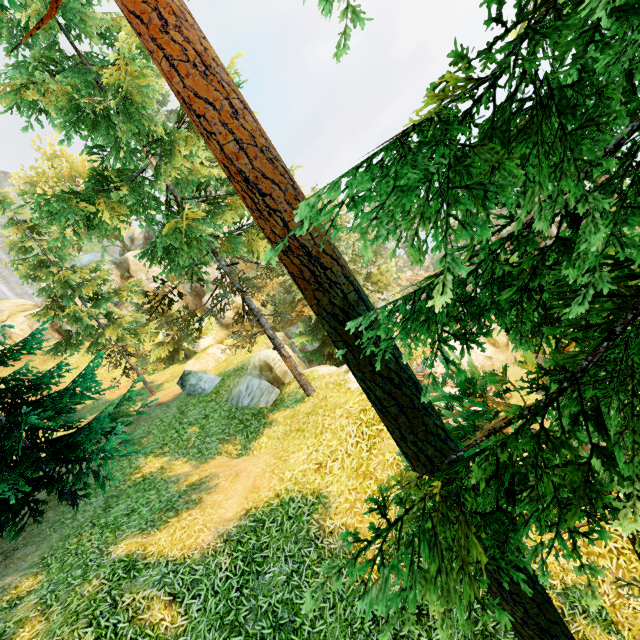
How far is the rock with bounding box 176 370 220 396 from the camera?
15.93m

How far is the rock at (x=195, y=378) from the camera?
15.9 meters

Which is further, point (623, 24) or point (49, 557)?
point (49, 557)

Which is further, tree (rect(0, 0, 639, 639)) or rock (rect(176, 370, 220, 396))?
rock (rect(176, 370, 220, 396))

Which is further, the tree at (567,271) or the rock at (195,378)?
the rock at (195,378)
